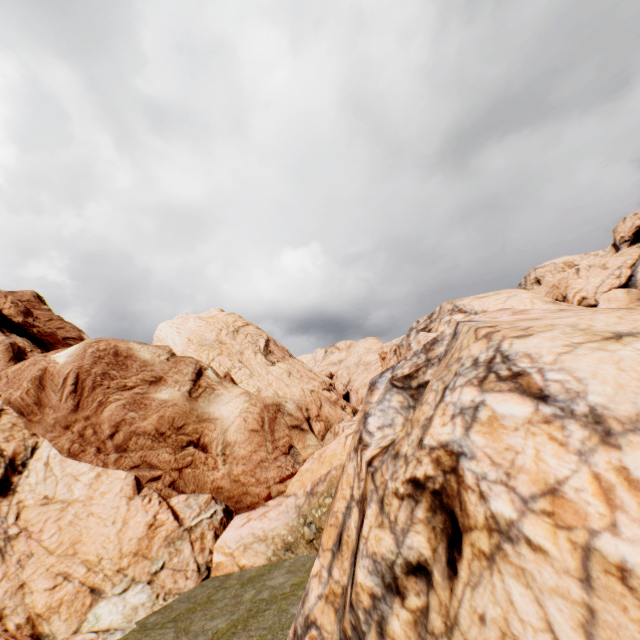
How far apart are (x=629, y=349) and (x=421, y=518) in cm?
421
